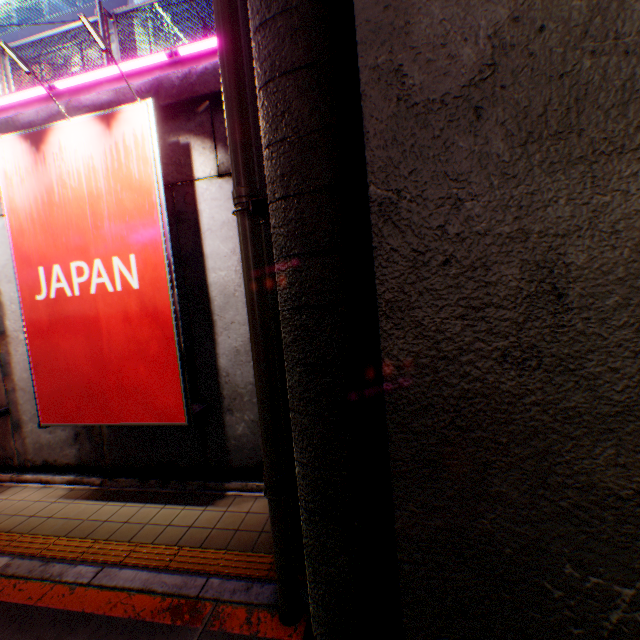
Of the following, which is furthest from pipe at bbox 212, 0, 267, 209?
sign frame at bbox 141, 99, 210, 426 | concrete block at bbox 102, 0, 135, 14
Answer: concrete block at bbox 102, 0, 135, 14

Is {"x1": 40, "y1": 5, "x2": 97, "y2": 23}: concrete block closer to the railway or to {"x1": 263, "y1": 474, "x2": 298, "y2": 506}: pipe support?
the railway

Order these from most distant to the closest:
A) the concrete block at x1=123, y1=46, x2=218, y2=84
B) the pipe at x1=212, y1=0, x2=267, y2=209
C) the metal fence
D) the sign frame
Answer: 1. the metal fence
2. the concrete block at x1=123, y1=46, x2=218, y2=84
3. the sign frame
4. the pipe at x1=212, y1=0, x2=267, y2=209

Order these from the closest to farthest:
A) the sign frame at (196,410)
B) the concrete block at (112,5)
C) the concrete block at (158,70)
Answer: the sign frame at (196,410) → the concrete block at (158,70) → the concrete block at (112,5)

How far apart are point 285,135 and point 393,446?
2.2m

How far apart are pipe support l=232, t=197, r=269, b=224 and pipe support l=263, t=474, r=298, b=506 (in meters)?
2.46

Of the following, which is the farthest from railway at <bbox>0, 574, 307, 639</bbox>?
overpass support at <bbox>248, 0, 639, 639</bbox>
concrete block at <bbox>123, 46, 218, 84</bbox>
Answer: concrete block at <bbox>123, 46, 218, 84</bbox>

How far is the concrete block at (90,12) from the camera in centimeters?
1661cm
